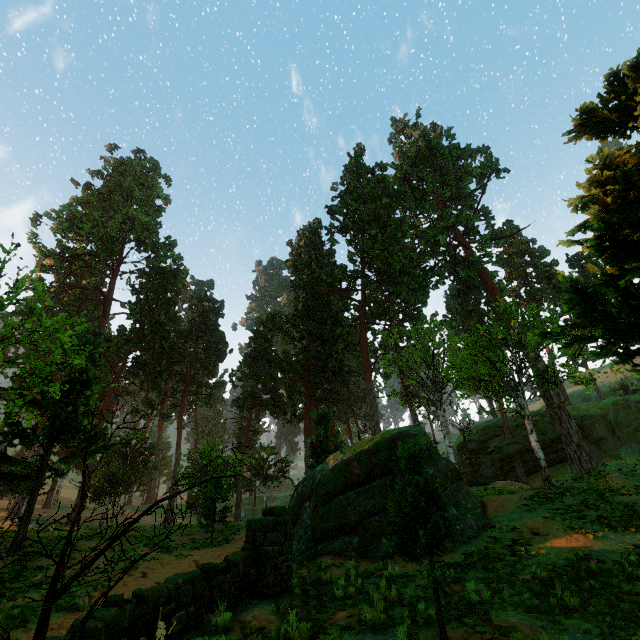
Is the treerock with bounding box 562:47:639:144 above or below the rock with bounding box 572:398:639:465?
above

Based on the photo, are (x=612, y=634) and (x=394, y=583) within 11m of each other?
yes

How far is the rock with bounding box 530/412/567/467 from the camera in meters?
35.1 m

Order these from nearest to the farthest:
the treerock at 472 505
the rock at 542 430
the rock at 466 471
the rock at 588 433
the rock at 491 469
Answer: the treerock at 472 505, the rock at 588 433, the rock at 542 430, the rock at 491 469, the rock at 466 471

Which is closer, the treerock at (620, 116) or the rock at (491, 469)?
the treerock at (620, 116)

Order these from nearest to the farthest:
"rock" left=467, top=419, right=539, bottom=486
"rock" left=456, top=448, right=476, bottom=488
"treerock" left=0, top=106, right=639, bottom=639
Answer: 1. "treerock" left=0, top=106, right=639, bottom=639
2. "rock" left=467, top=419, right=539, bottom=486
3. "rock" left=456, top=448, right=476, bottom=488
